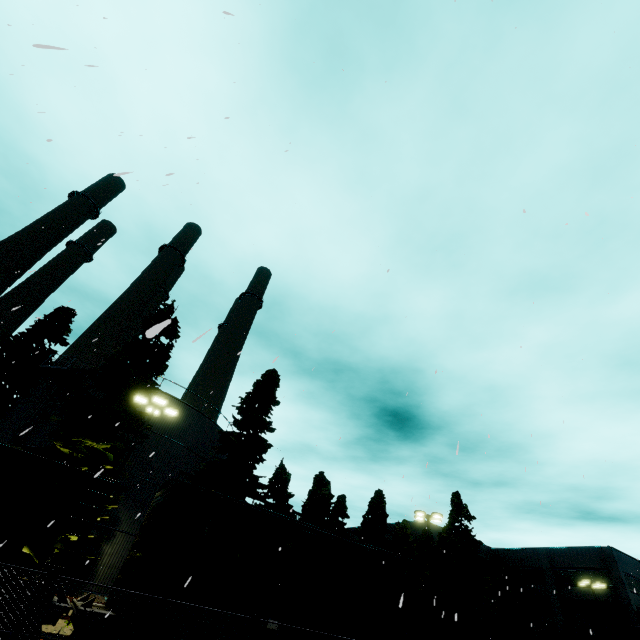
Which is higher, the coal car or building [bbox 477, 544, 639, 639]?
building [bbox 477, 544, 639, 639]

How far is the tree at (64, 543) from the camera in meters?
16.4

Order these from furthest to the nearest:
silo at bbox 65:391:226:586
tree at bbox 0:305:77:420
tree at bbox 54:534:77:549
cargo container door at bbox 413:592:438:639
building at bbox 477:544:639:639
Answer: building at bbox 477:544:639:639 → tree at bbox 0:305:77:420 → silo at bbox 65:391:226:586 → tree at bbox 54:534:77:549 → cargo container door at bbox 413:592:438:639

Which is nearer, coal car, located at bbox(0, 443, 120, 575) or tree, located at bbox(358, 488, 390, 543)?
coal car, located at bbox(0, 443, 120, 575)

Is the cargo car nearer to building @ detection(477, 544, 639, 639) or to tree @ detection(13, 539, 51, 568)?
tree @ detection(13, 539, 51, 568)

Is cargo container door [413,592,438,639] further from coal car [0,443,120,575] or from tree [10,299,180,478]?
tree [10,299,180,478]

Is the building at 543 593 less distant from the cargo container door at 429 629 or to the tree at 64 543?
the cargo container door at 429 629

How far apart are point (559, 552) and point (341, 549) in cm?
5108
